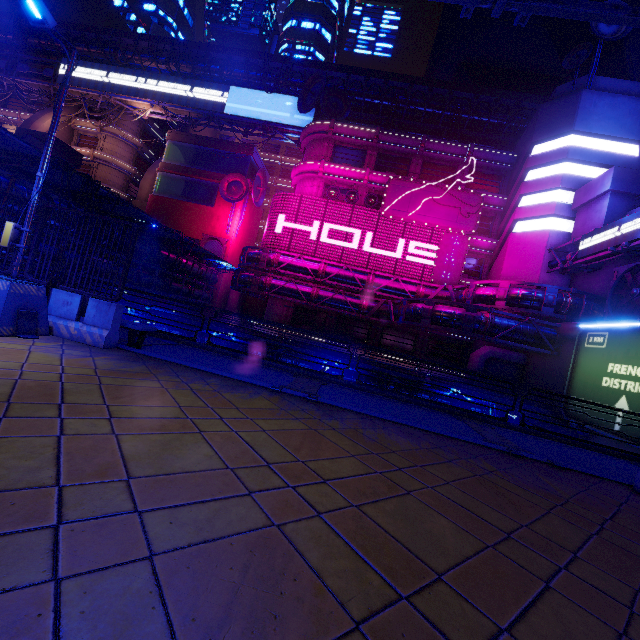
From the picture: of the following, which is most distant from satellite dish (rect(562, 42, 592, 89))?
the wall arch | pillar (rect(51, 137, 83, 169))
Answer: pillar (rect(51, 137, 83, 169))

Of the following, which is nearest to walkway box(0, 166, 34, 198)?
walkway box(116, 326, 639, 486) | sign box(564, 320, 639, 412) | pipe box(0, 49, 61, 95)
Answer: walkway box(116, 326, 639, 486)

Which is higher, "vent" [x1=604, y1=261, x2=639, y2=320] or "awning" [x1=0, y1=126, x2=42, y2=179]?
"vent" [x1=604, y1=261, x2=639, y2=320]

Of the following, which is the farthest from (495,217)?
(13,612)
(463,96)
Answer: (13,612)

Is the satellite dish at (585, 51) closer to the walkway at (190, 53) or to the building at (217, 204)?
the walkway at (190, 53)

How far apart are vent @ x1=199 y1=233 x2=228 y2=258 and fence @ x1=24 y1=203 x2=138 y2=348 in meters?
37.8

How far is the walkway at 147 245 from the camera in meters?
28.5

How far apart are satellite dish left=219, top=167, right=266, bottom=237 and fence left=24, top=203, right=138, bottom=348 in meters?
Answer: 39.2
